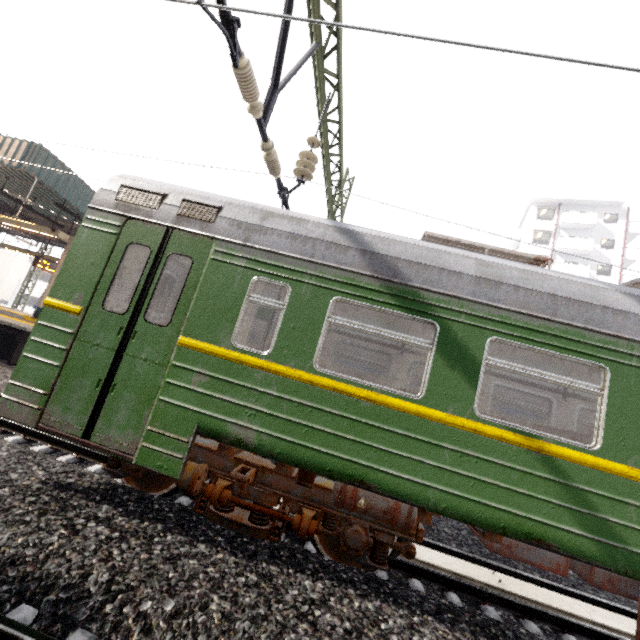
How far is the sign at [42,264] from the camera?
13.94m

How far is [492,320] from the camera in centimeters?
371cm

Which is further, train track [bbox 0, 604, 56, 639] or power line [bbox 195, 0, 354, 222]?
power line [bbox 195, 0, 354, 222]

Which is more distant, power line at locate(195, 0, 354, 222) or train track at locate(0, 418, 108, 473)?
train track at locate(0, 418, 108, 473)

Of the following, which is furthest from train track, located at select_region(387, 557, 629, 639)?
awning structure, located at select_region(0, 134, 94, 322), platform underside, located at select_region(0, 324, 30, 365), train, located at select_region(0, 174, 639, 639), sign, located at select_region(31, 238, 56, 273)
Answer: sign, located at select_region(31, 238, 56, 273)

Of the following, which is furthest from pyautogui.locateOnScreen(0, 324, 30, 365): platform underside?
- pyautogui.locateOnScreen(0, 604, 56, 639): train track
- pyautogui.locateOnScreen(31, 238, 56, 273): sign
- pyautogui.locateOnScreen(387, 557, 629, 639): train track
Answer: pyautogui.locateOnScreen(387, 557, 629, 639): train track

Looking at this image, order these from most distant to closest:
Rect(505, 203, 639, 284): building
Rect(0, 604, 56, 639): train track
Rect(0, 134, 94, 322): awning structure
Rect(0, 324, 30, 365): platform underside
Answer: Rect(505, 203, 639, 284): building, Rect(0, 324, 30, 365): platform underside, Rect(0, 134, 94, 322): awning structure, Rect(0, 604, 56, 639): train track

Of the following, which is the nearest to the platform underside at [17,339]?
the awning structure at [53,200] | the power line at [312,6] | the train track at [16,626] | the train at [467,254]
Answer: the train at [467,254]
